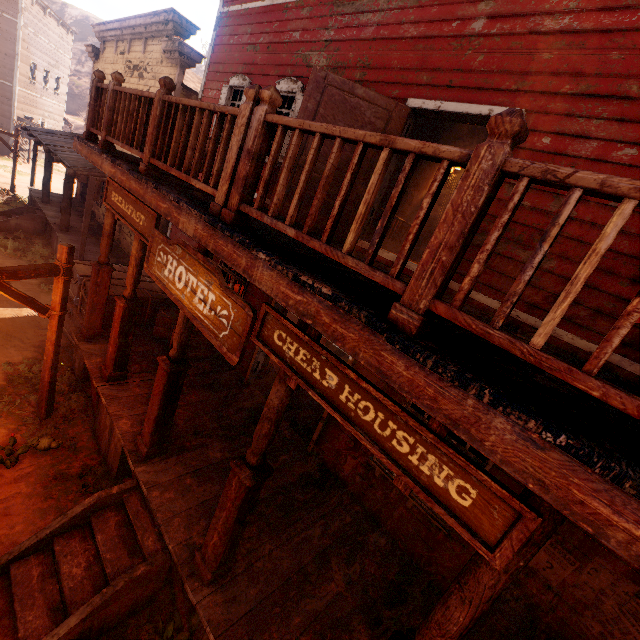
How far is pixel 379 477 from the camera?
5.4 meters

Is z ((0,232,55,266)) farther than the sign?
Yes

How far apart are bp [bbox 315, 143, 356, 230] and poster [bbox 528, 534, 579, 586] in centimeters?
430cm

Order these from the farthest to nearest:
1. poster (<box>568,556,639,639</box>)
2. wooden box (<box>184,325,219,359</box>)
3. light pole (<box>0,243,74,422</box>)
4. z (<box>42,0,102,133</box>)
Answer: z (<box>42,0,102,133</box>) < wooden box (<box>184,325,219,359</box>) < light pole (<box>0,243,74,422</box>) < poster (<box>568,556,639,639</box>)

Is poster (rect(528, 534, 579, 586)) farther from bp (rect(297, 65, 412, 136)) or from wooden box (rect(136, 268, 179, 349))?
wooden box (rect(136, 268, 179, 349))

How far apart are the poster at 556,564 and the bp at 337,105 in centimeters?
430cm
